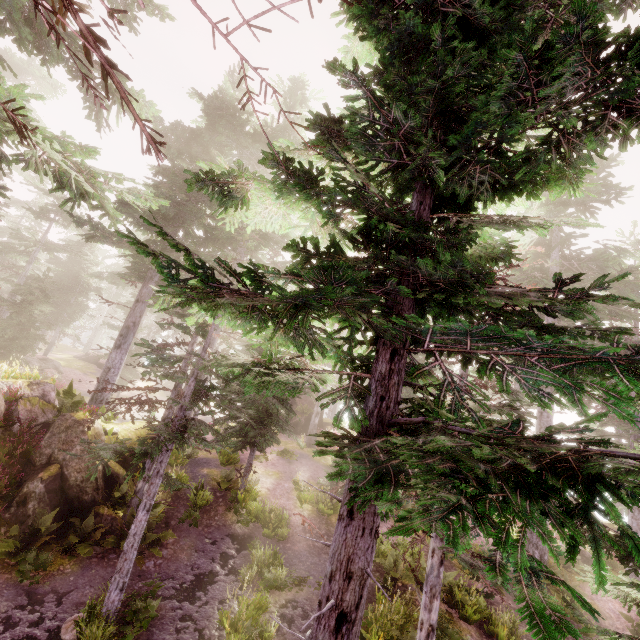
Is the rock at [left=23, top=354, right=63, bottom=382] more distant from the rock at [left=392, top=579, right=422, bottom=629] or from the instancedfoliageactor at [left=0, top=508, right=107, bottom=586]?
the rock at [left=392, top=579, right=422, bottom=629]

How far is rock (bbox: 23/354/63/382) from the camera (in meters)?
27.91

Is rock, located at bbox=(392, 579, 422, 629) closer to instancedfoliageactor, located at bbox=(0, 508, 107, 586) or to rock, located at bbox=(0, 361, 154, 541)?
instancedfoliageactor, located at bbox=(0, 508, 107, 586)

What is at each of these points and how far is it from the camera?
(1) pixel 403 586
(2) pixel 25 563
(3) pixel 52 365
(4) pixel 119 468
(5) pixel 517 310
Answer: (1) rock, 11.67m
(2) instancedfoliageactor, 9.24m
(3) rock, 30.62m
(4) rock, 13.06m
(5) instancedfoliageactor, 4.44m

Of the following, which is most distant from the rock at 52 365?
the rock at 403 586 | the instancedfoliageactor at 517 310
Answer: the rock at 403 586

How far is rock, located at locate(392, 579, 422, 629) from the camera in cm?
1067

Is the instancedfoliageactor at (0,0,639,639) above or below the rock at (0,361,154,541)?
above

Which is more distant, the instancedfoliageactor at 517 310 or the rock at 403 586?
the rock at 403 586
